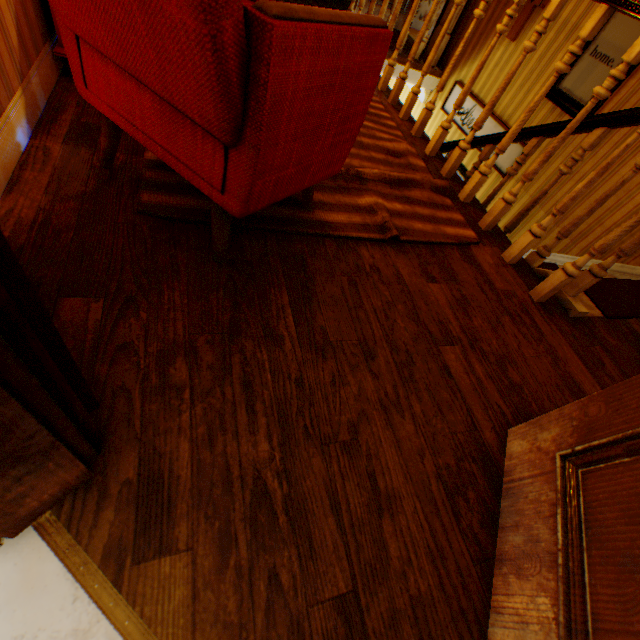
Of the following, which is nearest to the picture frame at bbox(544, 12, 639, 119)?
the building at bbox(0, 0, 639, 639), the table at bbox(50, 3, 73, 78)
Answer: the building at bbox(0, 0, 639, 639)

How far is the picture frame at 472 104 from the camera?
4.7 meters

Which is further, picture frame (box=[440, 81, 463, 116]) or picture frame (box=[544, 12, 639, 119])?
picture frame (box=[440, 81, 463, 116])

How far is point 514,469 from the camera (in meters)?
1.20

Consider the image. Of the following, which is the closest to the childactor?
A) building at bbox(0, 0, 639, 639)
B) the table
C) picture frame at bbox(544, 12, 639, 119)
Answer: building at bbox(0, 0, 639, 639)

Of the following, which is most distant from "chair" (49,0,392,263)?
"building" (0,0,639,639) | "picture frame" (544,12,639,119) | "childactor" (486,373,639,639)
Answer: "picture frame" (544,12,639,119)

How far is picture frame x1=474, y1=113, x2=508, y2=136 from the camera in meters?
4.3
